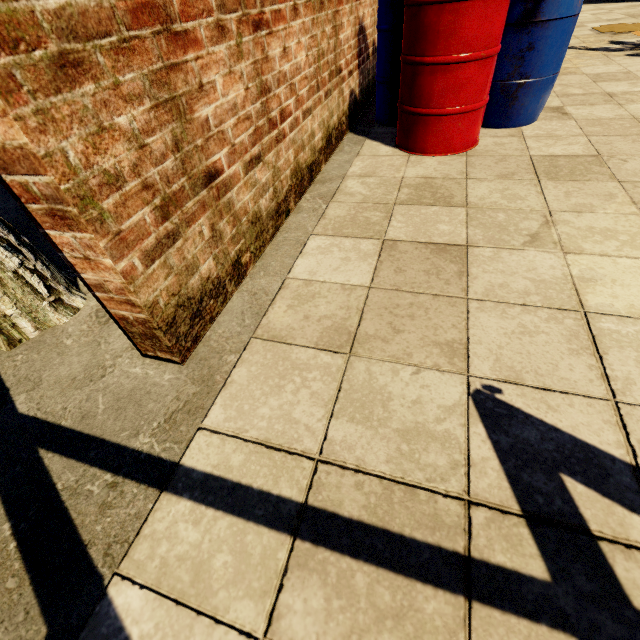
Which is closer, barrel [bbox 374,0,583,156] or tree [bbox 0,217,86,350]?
tree [bbox 0,217,86,350]

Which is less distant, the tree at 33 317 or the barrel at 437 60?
the tree at 33 317

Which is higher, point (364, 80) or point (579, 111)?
point (364, 80)
